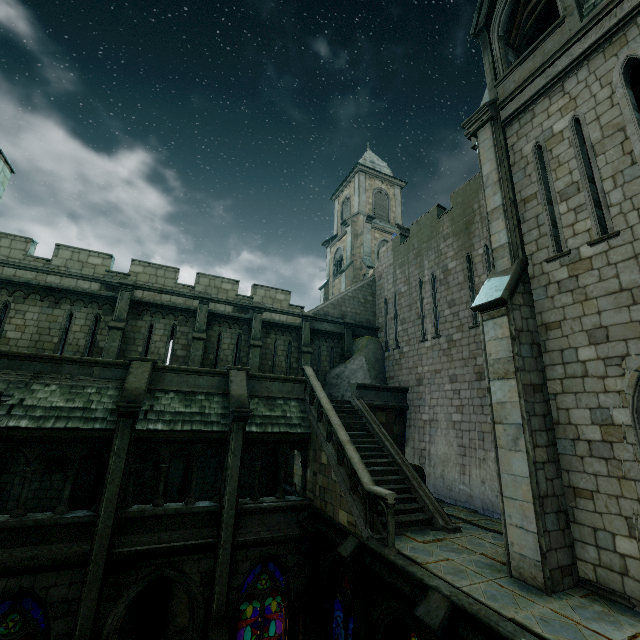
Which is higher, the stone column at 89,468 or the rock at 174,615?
the stone column at 89,468

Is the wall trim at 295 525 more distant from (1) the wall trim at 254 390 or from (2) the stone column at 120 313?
(2) the stone column at 120 313

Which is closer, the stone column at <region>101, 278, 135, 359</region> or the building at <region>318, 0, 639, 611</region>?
the building at <region>318, 0, 639, 611</region>

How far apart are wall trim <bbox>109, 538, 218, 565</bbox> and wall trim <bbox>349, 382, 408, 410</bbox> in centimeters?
786cm

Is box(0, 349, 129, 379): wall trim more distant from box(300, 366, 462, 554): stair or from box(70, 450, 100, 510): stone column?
box(300, 366, 462, 554): stair

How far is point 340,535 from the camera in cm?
977

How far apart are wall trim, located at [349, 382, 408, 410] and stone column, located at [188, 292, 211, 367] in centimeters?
729cm

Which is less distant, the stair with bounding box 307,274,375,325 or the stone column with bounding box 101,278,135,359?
the stone column with bounding box 101,278,135,359
